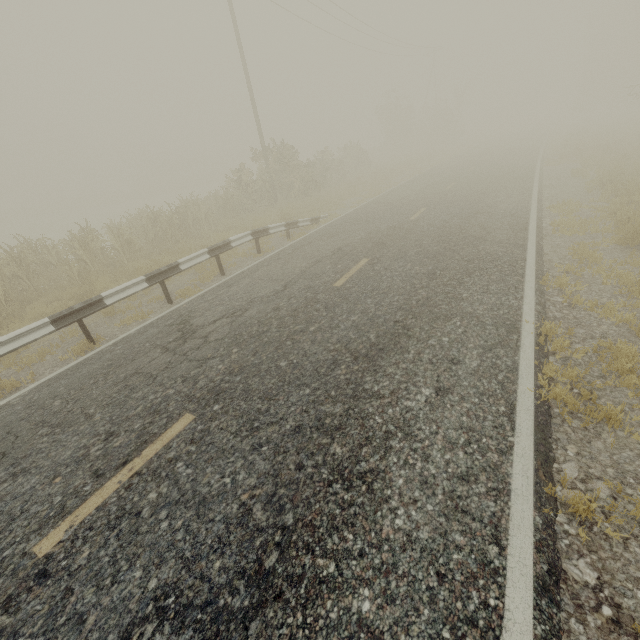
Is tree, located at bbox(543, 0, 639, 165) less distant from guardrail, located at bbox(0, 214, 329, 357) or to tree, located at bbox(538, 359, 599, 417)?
guardrail, located at bbox(0, 214, 329, 357)

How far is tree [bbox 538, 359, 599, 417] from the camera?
3.57m

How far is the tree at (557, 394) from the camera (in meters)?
3.57

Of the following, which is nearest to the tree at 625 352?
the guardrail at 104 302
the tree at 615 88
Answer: the guardrail at 104 302

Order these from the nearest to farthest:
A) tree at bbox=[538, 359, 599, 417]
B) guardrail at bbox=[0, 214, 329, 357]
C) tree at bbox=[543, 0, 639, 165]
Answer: tree at bbox=[538, 359, 599, 417] < guardrail at bbox=[0, 214, 329, 357] < tree at bbox=[543, 0, 639, 165]

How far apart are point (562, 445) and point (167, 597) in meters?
3.8 m

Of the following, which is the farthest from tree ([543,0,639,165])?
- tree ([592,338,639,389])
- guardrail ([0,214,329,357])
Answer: tree ([592,338,639,389])
